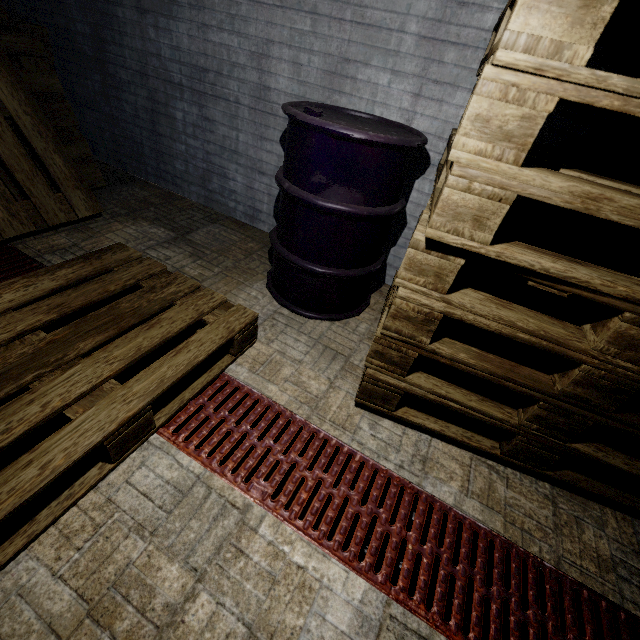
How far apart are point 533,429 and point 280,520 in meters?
1.0 m

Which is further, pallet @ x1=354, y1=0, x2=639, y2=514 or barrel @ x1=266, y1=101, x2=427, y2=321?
barrel @ x1=266, y1=101, x2=427, y2=321

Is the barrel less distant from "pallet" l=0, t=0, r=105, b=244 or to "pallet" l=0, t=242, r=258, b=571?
"pallet" l=0, t=242, r=258, b=571

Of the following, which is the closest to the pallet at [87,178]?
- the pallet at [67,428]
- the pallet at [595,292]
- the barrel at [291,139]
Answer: the pallet at [67,428]

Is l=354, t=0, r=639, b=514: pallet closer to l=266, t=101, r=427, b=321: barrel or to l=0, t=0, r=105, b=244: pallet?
l=266, t=101, r=427, b=321: barrel

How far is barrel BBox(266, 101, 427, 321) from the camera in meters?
1.4 m

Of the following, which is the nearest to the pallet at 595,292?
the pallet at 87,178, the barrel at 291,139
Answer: the barrel at 291,139

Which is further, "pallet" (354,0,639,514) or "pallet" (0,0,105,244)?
"pallet" (0,0,105,244)
